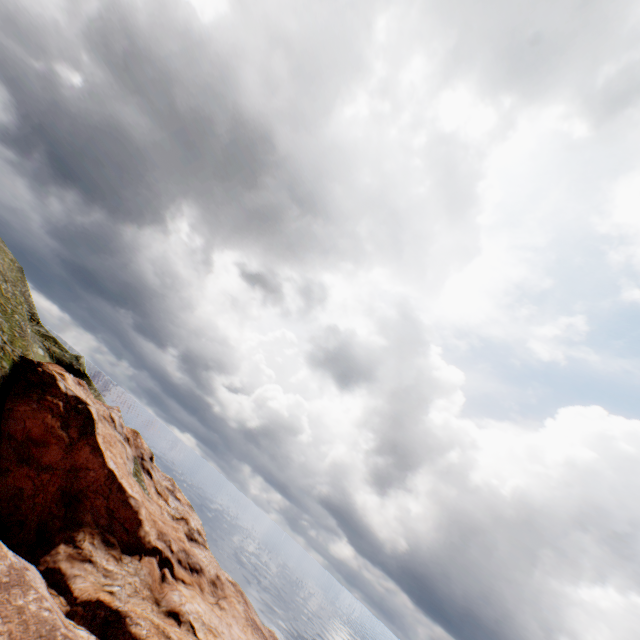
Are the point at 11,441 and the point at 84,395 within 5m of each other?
no
